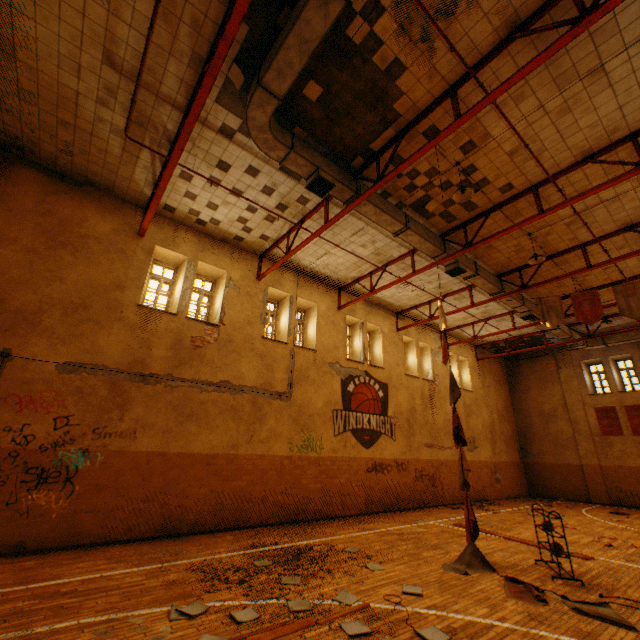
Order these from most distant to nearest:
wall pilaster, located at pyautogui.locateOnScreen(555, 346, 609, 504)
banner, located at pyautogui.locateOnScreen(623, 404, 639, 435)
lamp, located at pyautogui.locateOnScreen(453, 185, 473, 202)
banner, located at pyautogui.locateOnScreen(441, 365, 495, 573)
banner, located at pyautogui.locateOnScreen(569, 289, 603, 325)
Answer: wall pilaster, located at pyautogui.locateOnScreen(555, 346, 609, 504), banner, located at pyautogui.locateOnScreen(623, 404, 639, 435), banner, located at pyautogui.locateOnScreen(569, 289, 603, 325), lamp, located at pyautogui.locateOnScreen(453, 185, 473, 202), banner, located at pyautogui.locateOnScreen(441, 365, 495, 573)

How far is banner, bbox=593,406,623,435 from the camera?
17.8m

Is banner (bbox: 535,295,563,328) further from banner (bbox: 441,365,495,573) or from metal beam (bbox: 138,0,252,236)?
metal beam (bbox: 138,0,252,236)

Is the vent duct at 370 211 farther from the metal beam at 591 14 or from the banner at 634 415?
the banner at 634 415

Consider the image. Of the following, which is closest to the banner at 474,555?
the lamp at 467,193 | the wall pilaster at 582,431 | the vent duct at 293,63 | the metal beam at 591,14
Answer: the vent duct at 293,63

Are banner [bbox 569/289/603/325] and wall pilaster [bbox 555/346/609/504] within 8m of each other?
no

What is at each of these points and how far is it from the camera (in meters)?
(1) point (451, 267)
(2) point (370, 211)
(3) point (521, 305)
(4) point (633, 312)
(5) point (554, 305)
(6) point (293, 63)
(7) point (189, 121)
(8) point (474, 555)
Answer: (1) vent duct, 11.03
(2) vent duct, 8.83
(3) vent duct, 13.91
(4) banner, 9.45
(5) banner, 11.13
(6) vent duct, 5.52
(7) metal beam, 6.25
(8) banner, 6.87

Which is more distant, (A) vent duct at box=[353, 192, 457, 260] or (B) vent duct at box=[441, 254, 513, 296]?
(B) vent duct at box=[441, 254, 513, 296]
